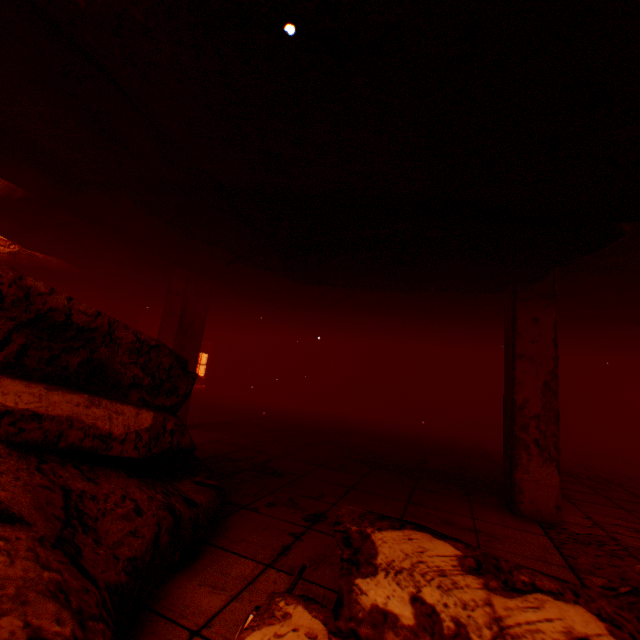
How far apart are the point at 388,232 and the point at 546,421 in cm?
256

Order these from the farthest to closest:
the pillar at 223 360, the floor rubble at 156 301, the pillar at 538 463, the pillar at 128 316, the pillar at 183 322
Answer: the pillar at 223 360, the pillar at 128 316, the floor rubble at 156 301, the pillar at 183 322, the pillar at 538 463

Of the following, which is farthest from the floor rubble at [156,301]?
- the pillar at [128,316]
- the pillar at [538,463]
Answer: the pillar at [538,463]

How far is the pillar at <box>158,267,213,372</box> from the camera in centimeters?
514cm

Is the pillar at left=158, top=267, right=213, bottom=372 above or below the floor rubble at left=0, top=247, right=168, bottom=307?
below

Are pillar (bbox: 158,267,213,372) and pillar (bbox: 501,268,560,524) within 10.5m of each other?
yes

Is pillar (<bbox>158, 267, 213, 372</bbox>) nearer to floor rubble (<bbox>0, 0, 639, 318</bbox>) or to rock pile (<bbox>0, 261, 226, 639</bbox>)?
floor rubble (<bbox>0, 0, 639, 318</bbox>)

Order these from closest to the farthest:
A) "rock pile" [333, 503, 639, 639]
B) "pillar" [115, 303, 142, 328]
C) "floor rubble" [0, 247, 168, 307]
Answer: "rock pile" [333, 503, 639, 639], "floor rubble" [0, 247, 168, 307], "pillar" [115, 303, 142, 328]
